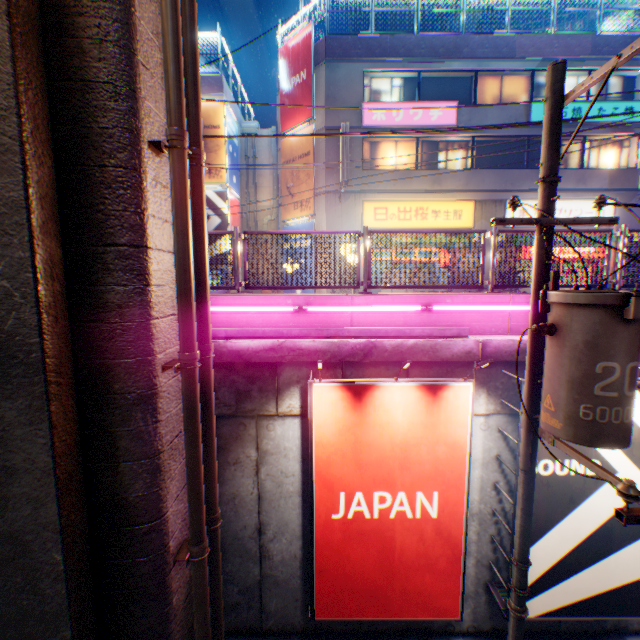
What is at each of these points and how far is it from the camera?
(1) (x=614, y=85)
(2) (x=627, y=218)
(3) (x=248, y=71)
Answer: (1) window glass, 16.0m
(2) building, 16.1m
(3) overpass support, 35.0m

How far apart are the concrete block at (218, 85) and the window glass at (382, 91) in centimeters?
764cm

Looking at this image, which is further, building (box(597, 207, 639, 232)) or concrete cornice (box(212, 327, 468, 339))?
building (box(597, 207, 639, 232))

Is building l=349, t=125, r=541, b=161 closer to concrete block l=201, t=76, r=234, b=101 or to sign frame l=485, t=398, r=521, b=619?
concrete block l=201, t=76, r=234, b=101

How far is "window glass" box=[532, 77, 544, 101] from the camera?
15.95m

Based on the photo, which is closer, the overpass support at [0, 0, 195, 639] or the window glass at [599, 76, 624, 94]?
the overpass support at [0, 0, 195, 639]

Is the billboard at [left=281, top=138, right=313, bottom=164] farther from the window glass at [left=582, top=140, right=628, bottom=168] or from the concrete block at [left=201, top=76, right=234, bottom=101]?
the window glass at [left=582, top=140, right=628, bottom=168]

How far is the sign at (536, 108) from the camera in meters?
15.4
